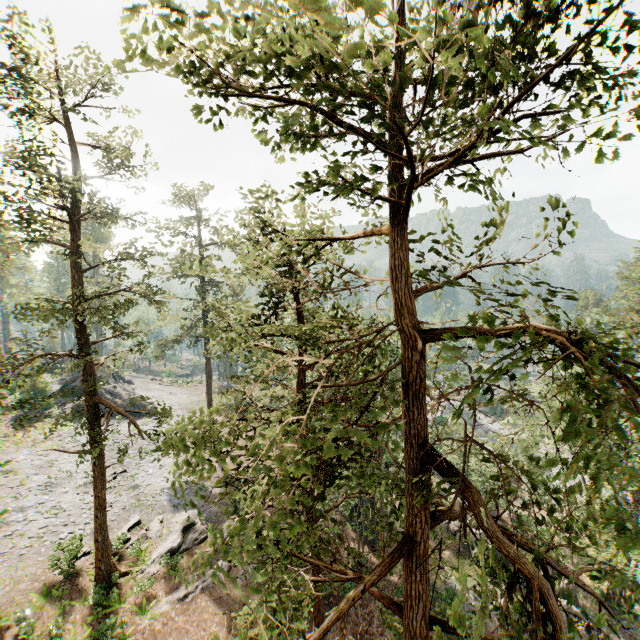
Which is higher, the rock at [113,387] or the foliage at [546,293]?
the foliage at [546,293]

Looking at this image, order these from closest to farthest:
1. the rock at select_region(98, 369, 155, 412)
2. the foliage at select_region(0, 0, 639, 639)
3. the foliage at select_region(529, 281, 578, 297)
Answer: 1. the foliage at select_region(0, 0, 639, 639)
2. the foliage at select_region(529, 281, 578, 297)
3. the rock at select_region(98, 369, 155, 412)

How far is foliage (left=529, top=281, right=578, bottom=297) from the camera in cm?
495

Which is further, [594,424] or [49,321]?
[594,424]

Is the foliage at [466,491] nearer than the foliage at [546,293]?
Yes

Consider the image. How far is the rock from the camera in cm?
4161

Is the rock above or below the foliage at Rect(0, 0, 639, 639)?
below
